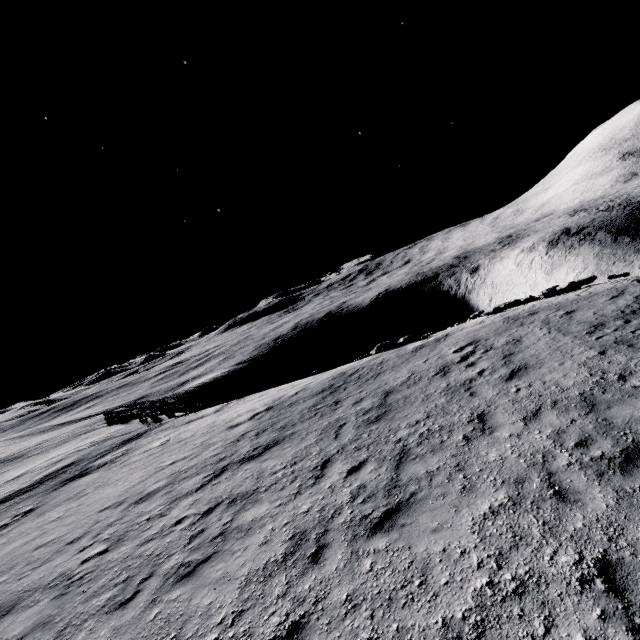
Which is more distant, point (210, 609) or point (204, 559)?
point (204, 559)
